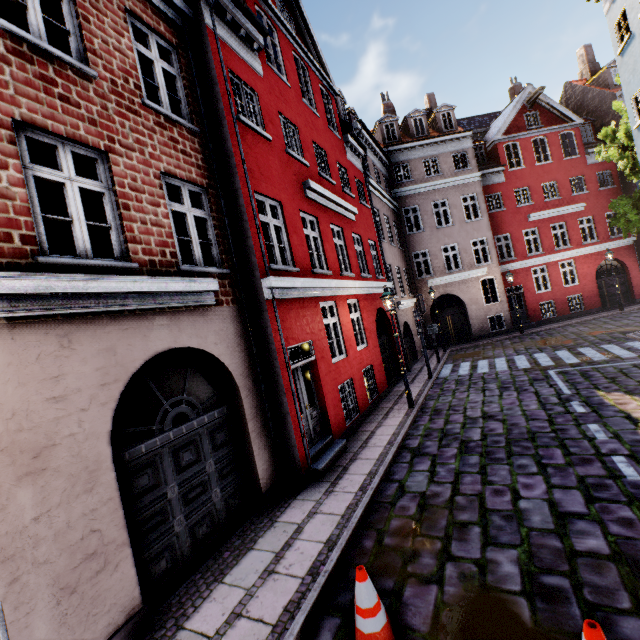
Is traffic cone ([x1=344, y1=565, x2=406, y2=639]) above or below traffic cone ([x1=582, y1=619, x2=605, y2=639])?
below

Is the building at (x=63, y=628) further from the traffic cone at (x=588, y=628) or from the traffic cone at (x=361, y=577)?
the traffic cone at (x=588, y=628)

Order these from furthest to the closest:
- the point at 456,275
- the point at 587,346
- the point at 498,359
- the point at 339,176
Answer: the point at 456,275
the point at 498,359
the point at 587,346
the point at 339,176

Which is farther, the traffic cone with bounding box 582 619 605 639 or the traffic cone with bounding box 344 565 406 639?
the traffic cone with bounding box 344 565 406 639

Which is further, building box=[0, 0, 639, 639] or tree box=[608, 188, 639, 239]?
tree box=[608, 188, 639, 239]

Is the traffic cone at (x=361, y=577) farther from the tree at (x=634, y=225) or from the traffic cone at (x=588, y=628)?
the tree at (x=634, y=225)

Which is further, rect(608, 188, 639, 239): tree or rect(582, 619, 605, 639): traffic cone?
rect(608, 188, 639, 239): tree

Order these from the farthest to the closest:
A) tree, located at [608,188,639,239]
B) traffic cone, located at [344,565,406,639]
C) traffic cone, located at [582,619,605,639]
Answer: tree, located at [608,188,639,239], traffic cone, located at [344,565,406,639], traffic cone, located at [582,619,605,639]
